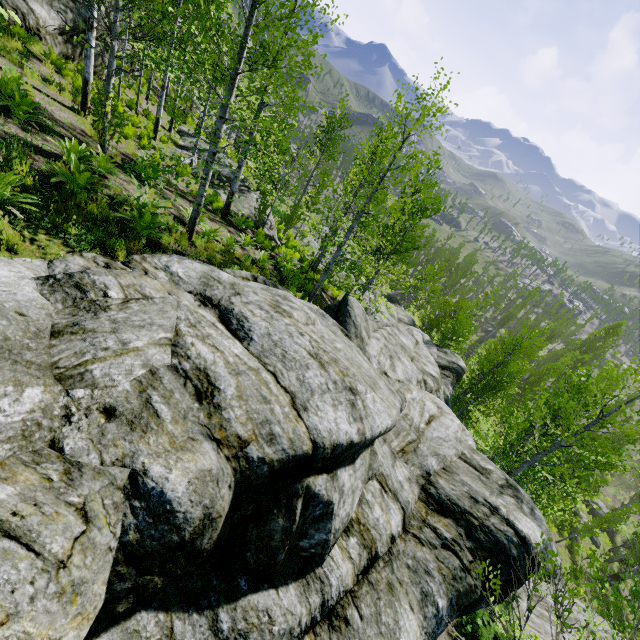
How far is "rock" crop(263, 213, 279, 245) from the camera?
18.1m

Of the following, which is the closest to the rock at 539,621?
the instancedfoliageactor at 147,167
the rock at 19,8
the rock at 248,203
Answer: the instancedfoliageactor at 147,167

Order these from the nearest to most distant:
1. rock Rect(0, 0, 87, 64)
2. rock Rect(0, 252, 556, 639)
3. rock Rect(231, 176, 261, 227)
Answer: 1. rock Rect(0, 252, 556, 639)
2. rock Rect(0, 0, 87, 64)
3. rock Rect(231, 176, 261, 227)

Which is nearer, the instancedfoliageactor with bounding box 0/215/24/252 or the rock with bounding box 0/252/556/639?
the rock with bounding box 0/252/556/639

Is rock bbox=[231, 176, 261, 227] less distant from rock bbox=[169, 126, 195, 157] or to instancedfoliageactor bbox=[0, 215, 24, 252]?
rock bbox=[169, 126, 195, 157]

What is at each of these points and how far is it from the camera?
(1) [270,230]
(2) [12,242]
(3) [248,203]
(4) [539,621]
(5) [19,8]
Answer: (1) rock, 18.5m
(2) instancedfoliageactor, 4.2m
(3) rock, 18.0m
(4) rock, 14.8m
(5) rock, 12.0m

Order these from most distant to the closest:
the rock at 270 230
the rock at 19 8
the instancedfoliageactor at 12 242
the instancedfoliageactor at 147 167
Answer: the rock at 270 230 → the rock at 19 8 → the instancedfoliageactor at 147 167 → the instancedfoliageactor at 12 242
